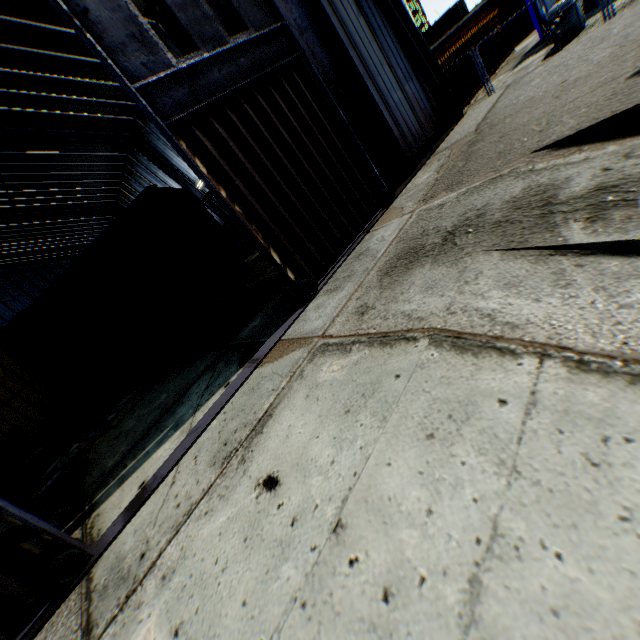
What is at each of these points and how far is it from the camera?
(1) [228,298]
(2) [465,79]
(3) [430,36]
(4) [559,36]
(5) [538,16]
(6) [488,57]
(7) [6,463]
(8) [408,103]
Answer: (1) concrete block, 11.6 meters
(2) storage container, 16.8 meters
(3) storage container, 39.4 meters
(4) gas meter pipe, 13.5 meters
(5) tank container, 16.4 meters
(6) storage container, 18.8 meters
(7) storage container, 17.3 meters
(8) building, 11.0 meters

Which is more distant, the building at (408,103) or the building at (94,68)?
the building at (94,68)

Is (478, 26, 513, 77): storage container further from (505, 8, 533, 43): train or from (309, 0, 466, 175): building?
(505, 8, 533, 43): train

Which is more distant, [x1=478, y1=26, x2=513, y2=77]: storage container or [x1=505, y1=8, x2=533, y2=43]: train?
[x1=505, y1=8, x2=533, y2=43]: train

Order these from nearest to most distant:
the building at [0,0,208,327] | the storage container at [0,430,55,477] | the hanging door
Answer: the hanging door
the building at [0,0,208,327]
the storage container at [0,430,55,477]

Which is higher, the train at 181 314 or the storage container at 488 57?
the train at 181 314

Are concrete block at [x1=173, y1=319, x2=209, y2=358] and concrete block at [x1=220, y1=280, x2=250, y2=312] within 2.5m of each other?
yes

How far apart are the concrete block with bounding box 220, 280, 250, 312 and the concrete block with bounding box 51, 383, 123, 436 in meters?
6.6 m
